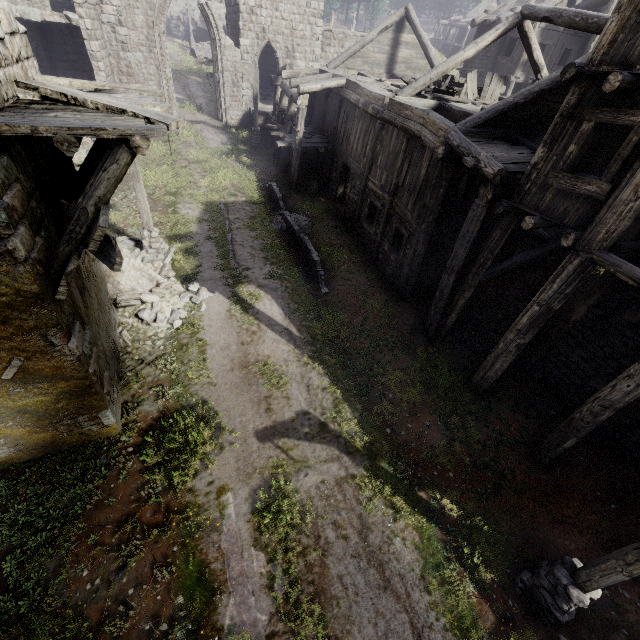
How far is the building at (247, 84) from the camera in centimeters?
2388cm

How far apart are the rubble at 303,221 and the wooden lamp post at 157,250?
4.9m

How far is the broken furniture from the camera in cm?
1374

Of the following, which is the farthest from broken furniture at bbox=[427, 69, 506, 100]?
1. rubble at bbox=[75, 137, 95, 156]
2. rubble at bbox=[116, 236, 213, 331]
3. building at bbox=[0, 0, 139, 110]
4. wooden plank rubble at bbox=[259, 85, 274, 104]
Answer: rubble at bbox=[75, 137, 95, 156]

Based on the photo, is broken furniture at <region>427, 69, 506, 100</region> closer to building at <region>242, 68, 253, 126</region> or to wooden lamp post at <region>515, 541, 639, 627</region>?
building at <region>242, 68, 253, 126</region>

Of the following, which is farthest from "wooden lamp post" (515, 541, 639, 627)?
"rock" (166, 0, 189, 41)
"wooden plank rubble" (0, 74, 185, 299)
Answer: "rock" (166, 0, 189, 41)

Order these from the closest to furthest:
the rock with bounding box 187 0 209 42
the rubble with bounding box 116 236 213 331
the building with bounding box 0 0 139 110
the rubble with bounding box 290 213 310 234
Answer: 1. the building with bounding box 0 0 139 110
2. the rubble with bounding box 116 236 213 331
3. the rubble with bounding box 290 213 310 234
4. the rock with bounding box 187 0 209 42

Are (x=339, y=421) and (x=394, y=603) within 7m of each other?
yes
